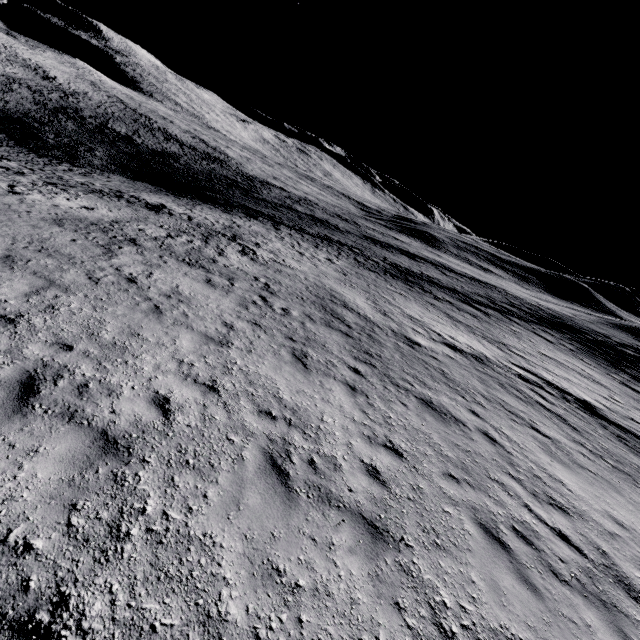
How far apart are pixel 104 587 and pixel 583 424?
17.25m
